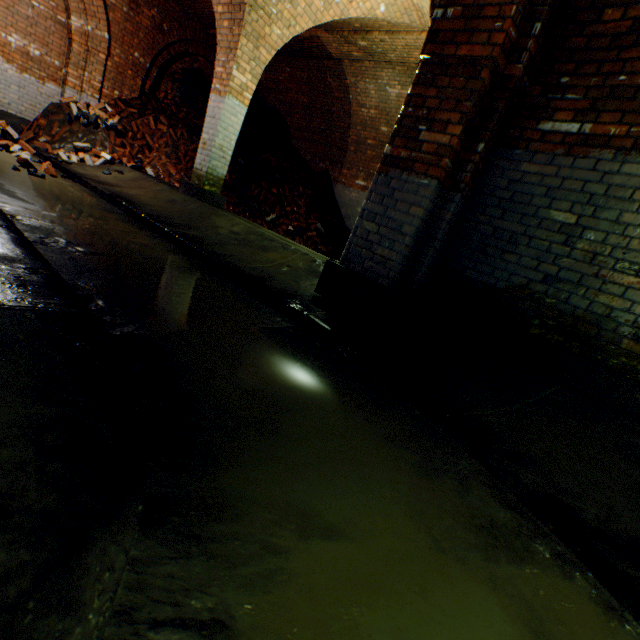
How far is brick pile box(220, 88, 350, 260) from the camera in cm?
873

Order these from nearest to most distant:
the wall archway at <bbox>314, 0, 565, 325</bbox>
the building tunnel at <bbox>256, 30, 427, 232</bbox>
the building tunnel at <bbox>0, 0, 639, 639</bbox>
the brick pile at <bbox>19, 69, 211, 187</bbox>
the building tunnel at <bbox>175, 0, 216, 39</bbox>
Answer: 1. the building tunnel at <bbox>0, 0, 639, 639</bbox>
2. the wall archway at <bbox>314, 0, 565, 325</bbox>
3. the building tunnel at <bbox>256, 30, 427, 232</bbox>
4. the brick pile at <bbox>19, 69, 211, 187</bbox>
5. the building tunnel at <bbox>175, 0, 216, 39</bbox>

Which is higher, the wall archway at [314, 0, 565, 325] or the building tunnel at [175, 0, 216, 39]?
the building tunnel at [175, 0, 216, 39]

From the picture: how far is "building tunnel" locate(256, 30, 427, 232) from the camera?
7.0 meters

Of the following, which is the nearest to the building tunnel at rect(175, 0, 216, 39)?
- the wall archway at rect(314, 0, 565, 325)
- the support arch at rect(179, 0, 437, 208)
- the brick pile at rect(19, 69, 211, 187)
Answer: the brick pile at rect(19, 69, 211, 187)

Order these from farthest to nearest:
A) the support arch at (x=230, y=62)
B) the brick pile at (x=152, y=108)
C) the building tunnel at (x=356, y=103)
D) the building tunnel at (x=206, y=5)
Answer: the building tunnel at (x=206, y=5)
the brick pile at (x=152, y=108)
the building tunnel at (x=356, y=103)
the support arch at (x=230, y=62)

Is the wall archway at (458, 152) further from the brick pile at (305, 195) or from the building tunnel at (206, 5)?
the building tunnel at (206, 5)

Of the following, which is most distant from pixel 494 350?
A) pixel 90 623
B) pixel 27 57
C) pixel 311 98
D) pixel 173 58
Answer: pixel 173 58
